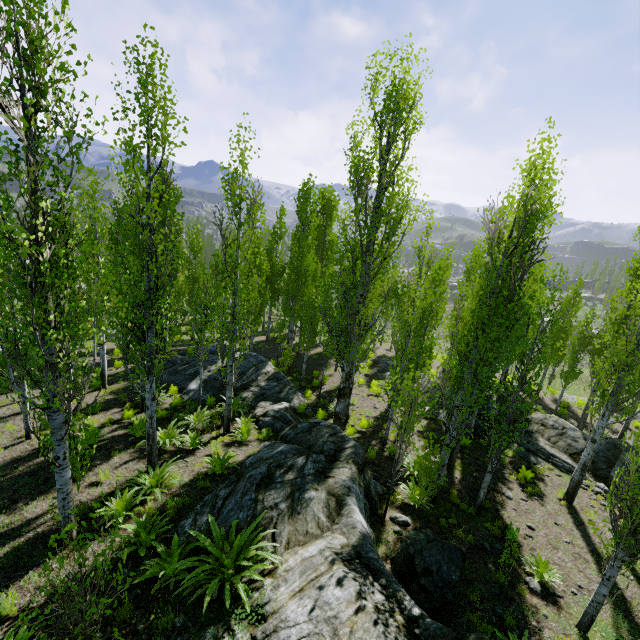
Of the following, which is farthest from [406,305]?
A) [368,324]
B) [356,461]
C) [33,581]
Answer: [33,581]

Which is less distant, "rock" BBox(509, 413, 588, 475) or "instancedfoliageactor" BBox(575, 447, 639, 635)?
"instancedfoliageactor" BBox(575, 447, 639, 635)

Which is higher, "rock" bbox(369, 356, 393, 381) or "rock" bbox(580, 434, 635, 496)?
"rock" bbox(580, 434, 635, 496)

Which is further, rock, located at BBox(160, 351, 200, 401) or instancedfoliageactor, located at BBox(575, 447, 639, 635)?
rock, located at BBox(160, 351, 200, 401)

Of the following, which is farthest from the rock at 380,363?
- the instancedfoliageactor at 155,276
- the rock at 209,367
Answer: the rock at 209,367

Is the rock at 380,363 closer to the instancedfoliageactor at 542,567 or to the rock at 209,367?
the instancedfoliageactor at 542,567

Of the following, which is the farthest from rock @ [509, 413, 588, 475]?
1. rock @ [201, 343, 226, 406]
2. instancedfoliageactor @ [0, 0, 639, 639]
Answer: rock @ [201, 343, 226, 406]

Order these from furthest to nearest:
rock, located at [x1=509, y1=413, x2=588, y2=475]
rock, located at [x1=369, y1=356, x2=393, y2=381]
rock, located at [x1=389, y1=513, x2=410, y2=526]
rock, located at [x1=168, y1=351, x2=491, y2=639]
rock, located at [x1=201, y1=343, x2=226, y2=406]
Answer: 1. rock, located at [x1=369, y1=356, x2=393, y2=381]
2. rock, located at [x1=201, y1=343, x2=226, y2=406]
3. rock, located at [x1=509, y1=413, x2=588, y2=475]
4. rock, located at [x1=389, y1=513, x2=410, y2=526]
5. rock, located at [x1=168, y1=351, x2=491, y2=639]
